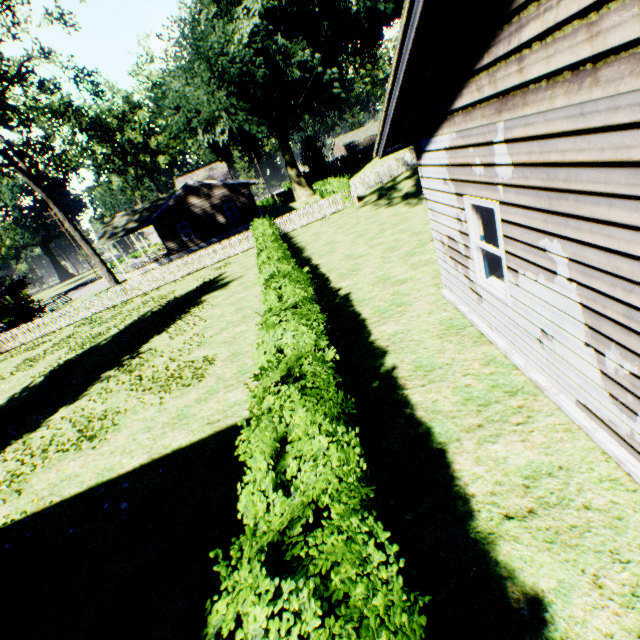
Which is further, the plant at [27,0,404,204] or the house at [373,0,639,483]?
the plant at [27,0,404,204]

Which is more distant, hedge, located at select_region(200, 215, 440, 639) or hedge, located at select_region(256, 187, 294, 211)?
hedge, located at select_region(256, 187, 294, 211)

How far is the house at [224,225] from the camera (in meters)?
31.16

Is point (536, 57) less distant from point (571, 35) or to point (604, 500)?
point (571, 35)

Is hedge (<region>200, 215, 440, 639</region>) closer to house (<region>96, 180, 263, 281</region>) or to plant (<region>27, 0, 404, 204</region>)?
plant (<region>27, 0, 404, 204</region>)

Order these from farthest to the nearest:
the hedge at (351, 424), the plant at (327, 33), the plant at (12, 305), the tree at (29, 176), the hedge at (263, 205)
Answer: the hedge at (263, 205) < the plant at (12, 305) < the plant at (327, 33) < the tree at (29, 176) < the hedge at (351, 424)

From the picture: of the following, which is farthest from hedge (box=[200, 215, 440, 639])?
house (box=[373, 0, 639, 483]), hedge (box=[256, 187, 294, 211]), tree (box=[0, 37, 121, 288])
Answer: tree (box=[0, 37, 121, 288])

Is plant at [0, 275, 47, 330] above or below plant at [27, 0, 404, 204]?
below
